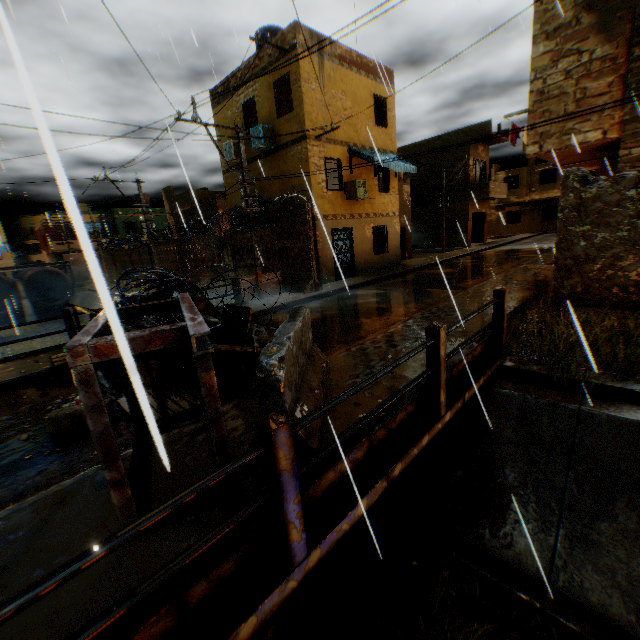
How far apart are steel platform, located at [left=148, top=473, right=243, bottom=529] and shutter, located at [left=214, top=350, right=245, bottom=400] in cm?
47

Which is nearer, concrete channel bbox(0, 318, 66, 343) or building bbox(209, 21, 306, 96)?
building bbox(209, 21, 306, 96)

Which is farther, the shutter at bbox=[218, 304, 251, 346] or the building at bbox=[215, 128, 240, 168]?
the building at bbox=[215, 128, 240, 168]

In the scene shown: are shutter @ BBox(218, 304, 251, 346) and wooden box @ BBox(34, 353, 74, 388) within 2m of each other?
no

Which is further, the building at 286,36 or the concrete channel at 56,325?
the concrete channel at 56,325

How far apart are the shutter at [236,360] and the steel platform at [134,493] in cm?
47

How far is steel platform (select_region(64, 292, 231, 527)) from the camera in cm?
217

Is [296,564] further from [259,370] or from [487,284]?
[487,284]
